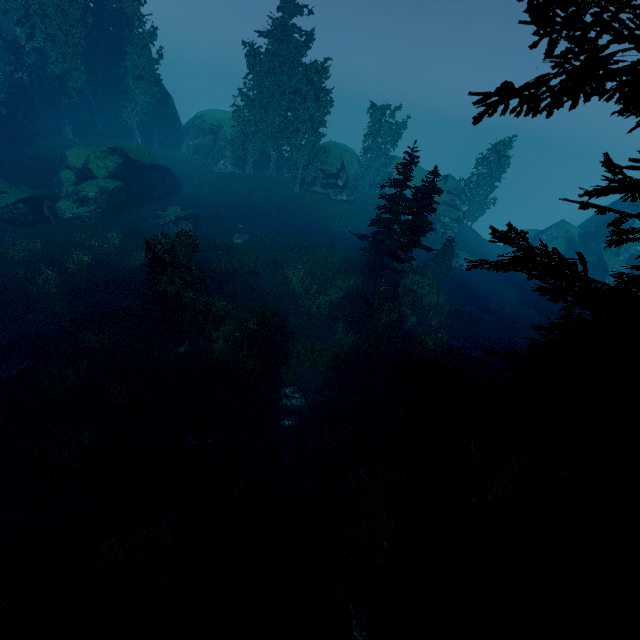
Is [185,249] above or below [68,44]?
below

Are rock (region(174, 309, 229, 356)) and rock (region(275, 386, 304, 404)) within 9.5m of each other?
yes

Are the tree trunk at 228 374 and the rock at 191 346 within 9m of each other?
yes

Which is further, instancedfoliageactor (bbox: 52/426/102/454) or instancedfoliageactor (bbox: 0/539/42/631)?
instancedfoliageactor (bbox: 52/426/102/454)

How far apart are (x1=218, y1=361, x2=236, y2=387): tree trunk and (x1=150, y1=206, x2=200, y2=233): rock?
17.51m

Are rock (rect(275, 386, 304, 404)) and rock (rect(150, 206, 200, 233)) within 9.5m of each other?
no

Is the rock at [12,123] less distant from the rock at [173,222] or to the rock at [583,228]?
the rock at [173,222]

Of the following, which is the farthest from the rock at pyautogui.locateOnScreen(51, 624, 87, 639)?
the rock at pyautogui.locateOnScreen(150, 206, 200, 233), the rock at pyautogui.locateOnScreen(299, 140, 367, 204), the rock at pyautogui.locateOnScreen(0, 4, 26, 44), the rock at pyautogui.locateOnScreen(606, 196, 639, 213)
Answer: the rock at pyautogui.locateOnScreen(606, 196, 639, 213)
